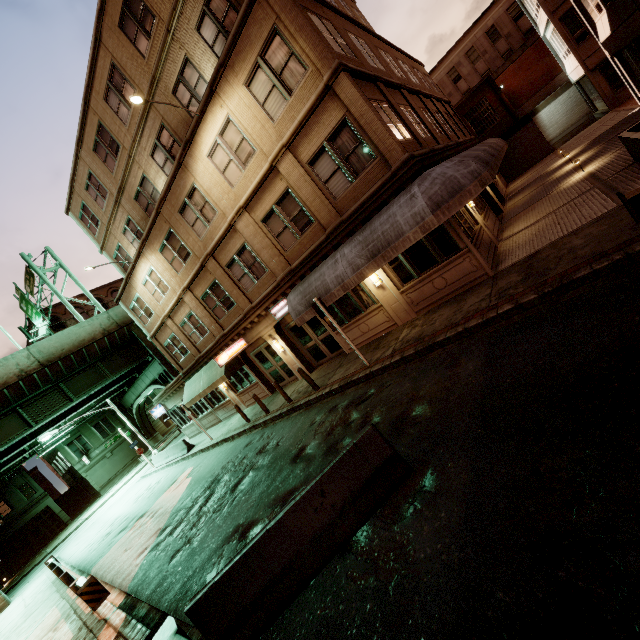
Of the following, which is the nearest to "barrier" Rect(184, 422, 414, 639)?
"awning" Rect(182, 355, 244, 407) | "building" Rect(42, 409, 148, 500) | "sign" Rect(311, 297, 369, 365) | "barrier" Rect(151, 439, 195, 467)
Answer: "sign" Rect(311, 297, 369, 365)

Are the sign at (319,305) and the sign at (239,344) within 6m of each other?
no

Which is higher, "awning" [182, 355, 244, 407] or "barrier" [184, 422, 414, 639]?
"awning" [182, 355, 244, 407]

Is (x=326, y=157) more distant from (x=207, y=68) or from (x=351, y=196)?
(x=207, y=68)

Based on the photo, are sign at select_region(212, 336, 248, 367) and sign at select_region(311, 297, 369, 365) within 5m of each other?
no

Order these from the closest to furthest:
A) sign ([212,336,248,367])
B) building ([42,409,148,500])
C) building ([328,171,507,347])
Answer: building ([328,171,507,347]) → sign ([212,336,248,367]) → building ([42,409,148,500])

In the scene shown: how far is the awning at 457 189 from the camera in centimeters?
905cm

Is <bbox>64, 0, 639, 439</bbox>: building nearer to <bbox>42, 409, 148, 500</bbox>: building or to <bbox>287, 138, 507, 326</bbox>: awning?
<bbox>287, 138, 507, 326</bbox>: awning
